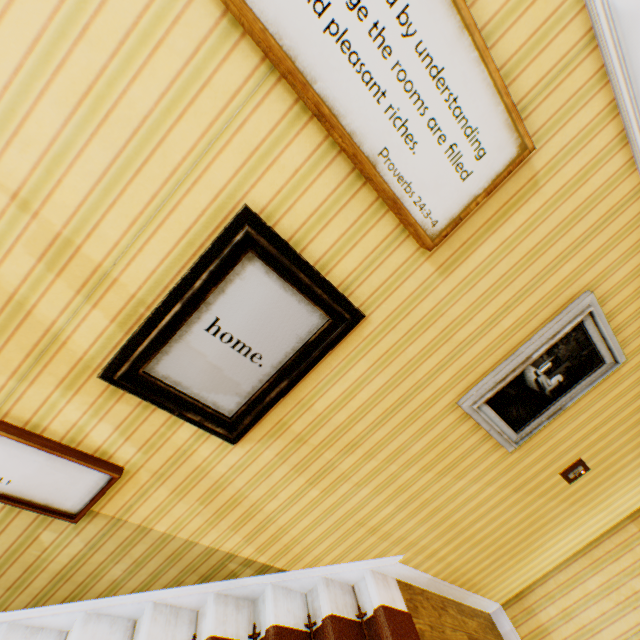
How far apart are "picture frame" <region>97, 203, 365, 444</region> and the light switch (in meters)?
2.52

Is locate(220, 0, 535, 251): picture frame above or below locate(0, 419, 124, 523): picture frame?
above

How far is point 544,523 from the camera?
3.0 meters

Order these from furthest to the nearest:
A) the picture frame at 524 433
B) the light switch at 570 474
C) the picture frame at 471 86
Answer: the light switch at 570 474, the picture frame at 524 433, the picture frame at 471 86

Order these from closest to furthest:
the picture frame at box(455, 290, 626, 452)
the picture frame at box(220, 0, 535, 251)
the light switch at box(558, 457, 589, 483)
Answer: the picture frame at box(220, 0, 535, 251), the picture frame at box(455, 290, 626, 452), the light switch at box(558, 457, 589, 483)

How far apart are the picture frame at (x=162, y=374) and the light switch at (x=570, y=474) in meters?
2.5

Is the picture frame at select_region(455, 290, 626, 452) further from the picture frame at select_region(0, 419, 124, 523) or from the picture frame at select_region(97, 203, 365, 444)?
the picture frame at select_region(0, 419, 124, 523)

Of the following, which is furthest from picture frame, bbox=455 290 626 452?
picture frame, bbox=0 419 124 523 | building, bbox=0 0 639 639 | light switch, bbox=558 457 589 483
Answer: picture frame, bbox=0 419 124 523
